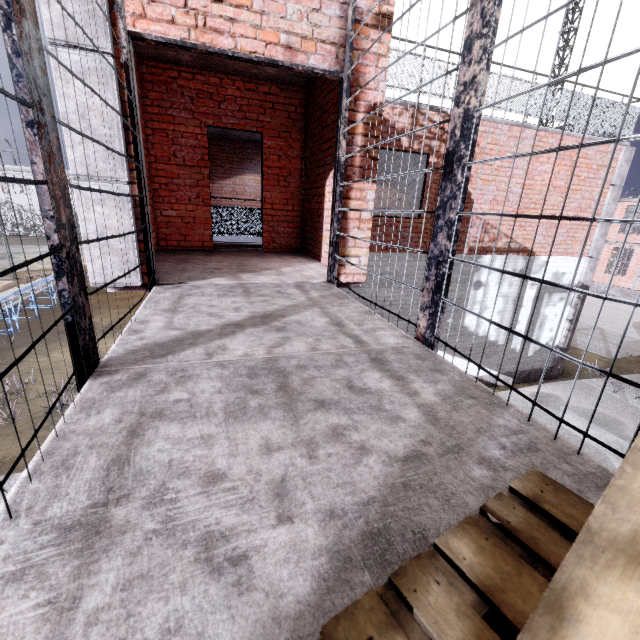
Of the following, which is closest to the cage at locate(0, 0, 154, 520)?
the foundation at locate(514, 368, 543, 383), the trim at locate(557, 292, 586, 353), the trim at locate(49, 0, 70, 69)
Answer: the trim at locate(49, 0, 70, 69)

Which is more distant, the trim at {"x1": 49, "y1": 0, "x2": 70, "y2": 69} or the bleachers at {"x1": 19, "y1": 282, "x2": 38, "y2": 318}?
the bleachers at {"x1": 19, "y1": 282, "x2": 38, "y2": 318}

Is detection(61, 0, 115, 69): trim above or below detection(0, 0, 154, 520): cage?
above

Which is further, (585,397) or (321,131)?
(585,397)

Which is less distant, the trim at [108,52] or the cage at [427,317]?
the cage at [427,317]

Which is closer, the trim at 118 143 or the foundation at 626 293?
the trim at 118 143

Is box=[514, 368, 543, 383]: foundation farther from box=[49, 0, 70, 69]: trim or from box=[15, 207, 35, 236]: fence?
box=[15, 207, 35, 236]: fence

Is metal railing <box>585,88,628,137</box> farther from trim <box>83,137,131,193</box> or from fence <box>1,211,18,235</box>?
fence <box>1,211,18,235</box>
